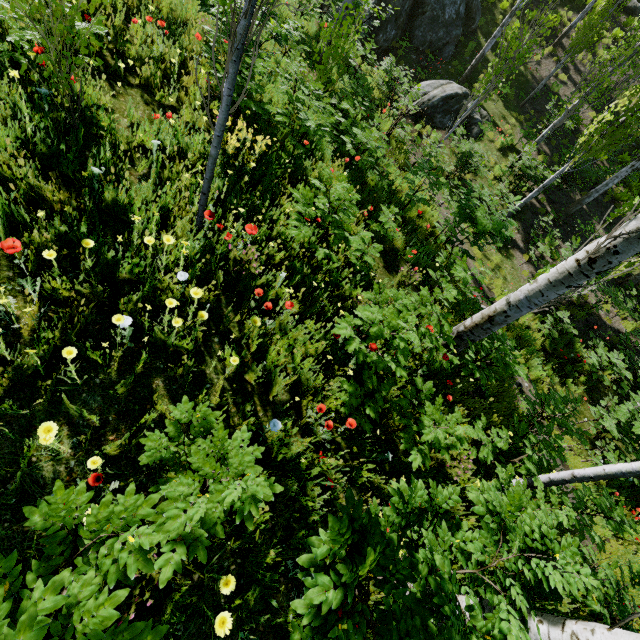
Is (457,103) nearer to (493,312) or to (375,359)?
(493,312)

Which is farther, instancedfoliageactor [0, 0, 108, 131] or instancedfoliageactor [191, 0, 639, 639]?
instancedfoliageactor [0, 0, 108, 131]

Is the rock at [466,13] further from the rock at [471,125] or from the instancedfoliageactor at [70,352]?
the rock at [471,125]

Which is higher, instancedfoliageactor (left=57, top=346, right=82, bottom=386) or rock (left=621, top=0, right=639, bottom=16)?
rock (left=621, top=0, right=639, bottom=16)

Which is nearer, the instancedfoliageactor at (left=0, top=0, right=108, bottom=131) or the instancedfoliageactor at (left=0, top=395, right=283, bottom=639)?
the instancedfoliageactor at (left=0, top=395, right=283, bottom=639)

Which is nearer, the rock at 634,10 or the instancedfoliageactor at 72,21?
the instancedfoliageactor at 72,21

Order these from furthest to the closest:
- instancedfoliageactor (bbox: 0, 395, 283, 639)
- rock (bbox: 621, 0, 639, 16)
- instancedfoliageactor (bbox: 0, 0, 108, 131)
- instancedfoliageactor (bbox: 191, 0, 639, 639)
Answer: rock (bbox: 621, 0, 639, 16) < instancedfoliageactor (bbox: 0, 0, 108, 131) < instancedfoliageactor (bbox: 191, 0, 639, 639) < instancedfoliageactor (bbox: 0, 395, 283, 639)

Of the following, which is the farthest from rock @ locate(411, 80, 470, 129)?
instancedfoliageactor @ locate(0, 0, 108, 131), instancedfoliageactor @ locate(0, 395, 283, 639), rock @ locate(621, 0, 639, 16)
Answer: rock @ locate(621, 0, 639, 16)
